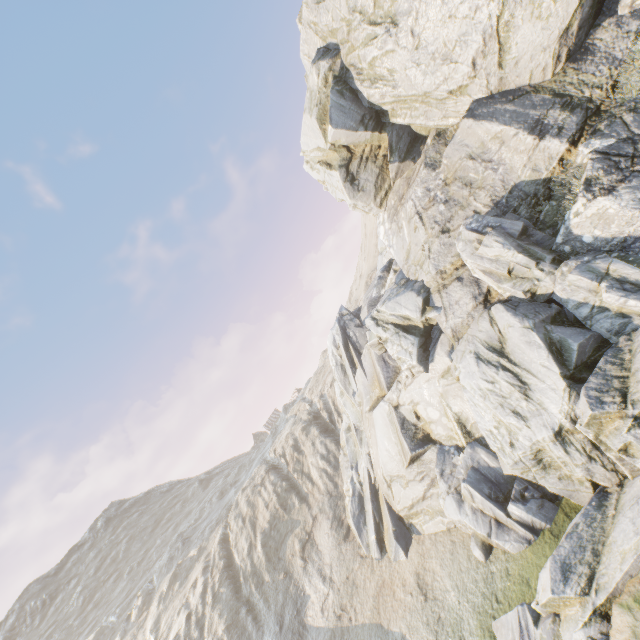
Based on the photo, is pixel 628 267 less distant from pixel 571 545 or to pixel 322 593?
pixel 571 545
